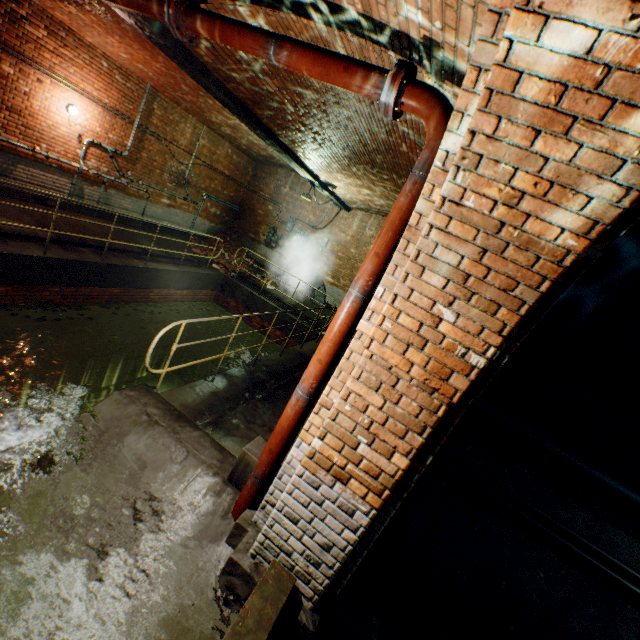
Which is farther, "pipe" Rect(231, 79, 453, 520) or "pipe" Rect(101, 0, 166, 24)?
"pipe" Rect(101, 0, 166, 24)

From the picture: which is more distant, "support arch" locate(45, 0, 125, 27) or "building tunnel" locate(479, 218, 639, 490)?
"support arch" locate(45, 0, 125, 27)

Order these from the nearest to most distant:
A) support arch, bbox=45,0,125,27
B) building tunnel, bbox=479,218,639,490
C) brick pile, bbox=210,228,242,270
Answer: building tunnel, bbox=479,218,639,490 → support arch, bbox=45,0,125,27 → brick pile, bbox=210,228,242,270

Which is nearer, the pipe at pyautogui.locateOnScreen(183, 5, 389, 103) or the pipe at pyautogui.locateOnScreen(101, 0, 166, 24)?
the pipe at pyautogui.locateOnScreen(183, 5, 389, 103)

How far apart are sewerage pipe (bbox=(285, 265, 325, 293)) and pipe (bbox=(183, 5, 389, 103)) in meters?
10.2

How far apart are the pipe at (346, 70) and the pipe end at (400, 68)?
0.02m

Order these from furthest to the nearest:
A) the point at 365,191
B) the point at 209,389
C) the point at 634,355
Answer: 1. the point at 365,191
2. the point at 209,389
3. the point at 634,355

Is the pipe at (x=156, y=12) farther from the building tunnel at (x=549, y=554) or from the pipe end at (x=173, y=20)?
the building tunnel at (x=549, y=554)
